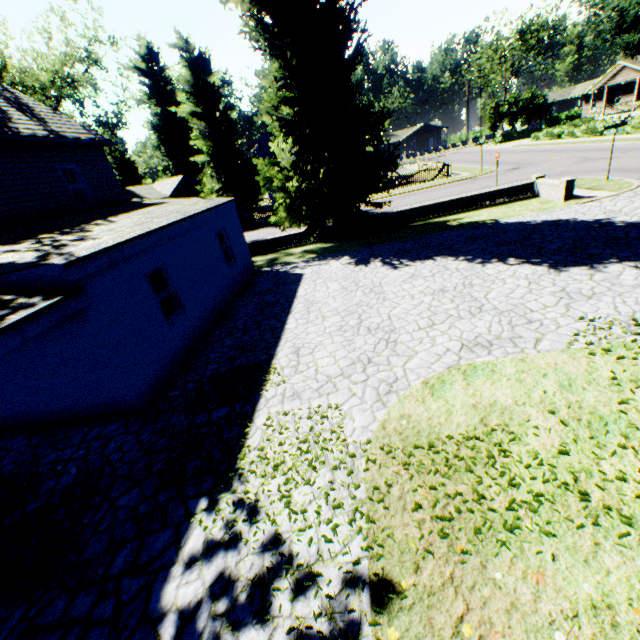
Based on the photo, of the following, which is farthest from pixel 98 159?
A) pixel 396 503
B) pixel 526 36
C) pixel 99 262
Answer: pixel 526 36

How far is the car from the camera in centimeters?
2902cm

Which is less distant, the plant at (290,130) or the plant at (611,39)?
the plant at (290,130)

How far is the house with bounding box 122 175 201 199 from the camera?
40.41m

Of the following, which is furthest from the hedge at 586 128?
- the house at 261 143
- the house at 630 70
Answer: the house at 261 143

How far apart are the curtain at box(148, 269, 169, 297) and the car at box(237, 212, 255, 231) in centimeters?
2146cm

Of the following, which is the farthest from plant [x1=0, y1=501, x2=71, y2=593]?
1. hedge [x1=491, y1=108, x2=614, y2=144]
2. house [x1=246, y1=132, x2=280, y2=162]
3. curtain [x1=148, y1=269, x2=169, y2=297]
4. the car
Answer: curtain [x1=148, y1=269, x2=169, y2=297]

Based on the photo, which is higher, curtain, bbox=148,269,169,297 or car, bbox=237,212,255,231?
curtain, bbox=148,269,169,297
